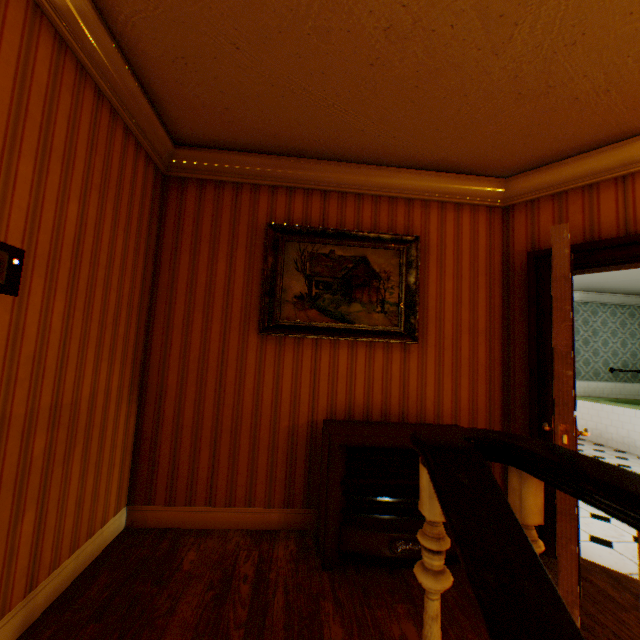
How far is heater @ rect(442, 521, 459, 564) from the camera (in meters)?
2.27

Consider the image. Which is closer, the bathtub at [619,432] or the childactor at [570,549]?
the childactor at [570,549]

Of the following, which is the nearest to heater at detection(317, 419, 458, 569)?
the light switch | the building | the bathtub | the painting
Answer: the building

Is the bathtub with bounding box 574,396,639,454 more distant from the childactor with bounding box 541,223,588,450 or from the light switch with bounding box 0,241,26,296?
the light switch with bounding box 0,241,26,296

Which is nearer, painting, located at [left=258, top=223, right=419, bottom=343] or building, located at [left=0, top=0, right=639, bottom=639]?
building, located at [left=0, top=0, right=639, bottom=639]

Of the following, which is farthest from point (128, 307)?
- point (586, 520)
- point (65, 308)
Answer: point (586, 520)

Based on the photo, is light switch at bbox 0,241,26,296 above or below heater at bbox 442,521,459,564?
above

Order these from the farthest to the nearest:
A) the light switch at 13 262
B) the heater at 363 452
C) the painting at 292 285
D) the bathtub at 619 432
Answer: the bathtub at 619 432
the painting at 292 285
the heater at 363 452
the light switch at 13 262
